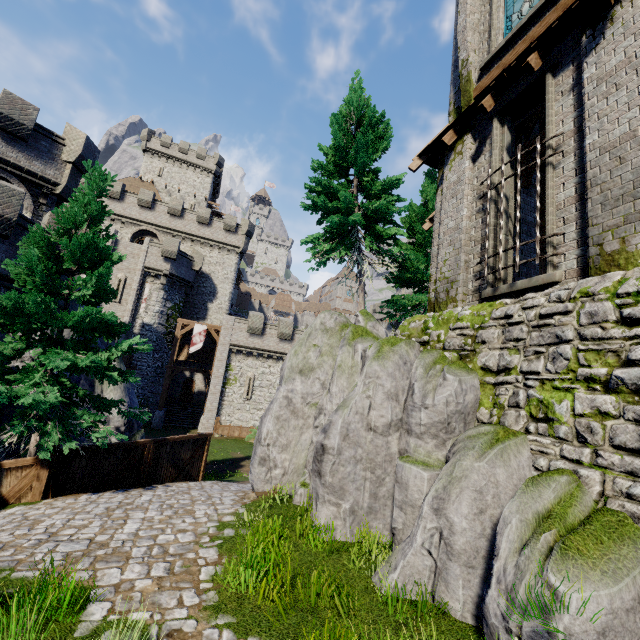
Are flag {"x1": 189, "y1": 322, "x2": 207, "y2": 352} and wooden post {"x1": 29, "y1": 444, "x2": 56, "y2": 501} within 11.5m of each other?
no

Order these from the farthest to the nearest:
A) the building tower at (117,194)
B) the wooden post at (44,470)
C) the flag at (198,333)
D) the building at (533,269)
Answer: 1. the building tower at (117,194)
2. the flag at (198,333)
3. the building at (533,269)
4. the wooden post at (44,470)

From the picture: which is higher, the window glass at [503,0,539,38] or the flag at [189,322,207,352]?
the window glass at [503,0,539,38]

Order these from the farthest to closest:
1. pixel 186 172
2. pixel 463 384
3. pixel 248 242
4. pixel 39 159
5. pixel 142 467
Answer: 1. pixel 186 172
2. pixel 248 242
3. pixel 39 159
4. pixel 142 467
5. pixel 463 384

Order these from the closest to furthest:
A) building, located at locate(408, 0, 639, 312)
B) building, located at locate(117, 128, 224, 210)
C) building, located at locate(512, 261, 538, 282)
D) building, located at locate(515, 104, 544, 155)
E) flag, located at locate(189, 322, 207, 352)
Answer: building, located at locate(408, 0, 639, 312)
building, located at locate(512, 261, 538, 282)
building, located at locate(515, 104, 544, 155)
flag, located at locate(189, 322, 207, 352)
building, located at locate(117, 128, 224, 210)

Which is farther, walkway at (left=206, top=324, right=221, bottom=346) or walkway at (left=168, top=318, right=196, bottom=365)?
walkway at (left=206, top=324, right=221, bottom=346)

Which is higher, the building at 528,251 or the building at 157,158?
the building at 157,158

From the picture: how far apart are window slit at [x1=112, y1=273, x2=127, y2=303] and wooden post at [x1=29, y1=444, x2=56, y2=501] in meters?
23.8
